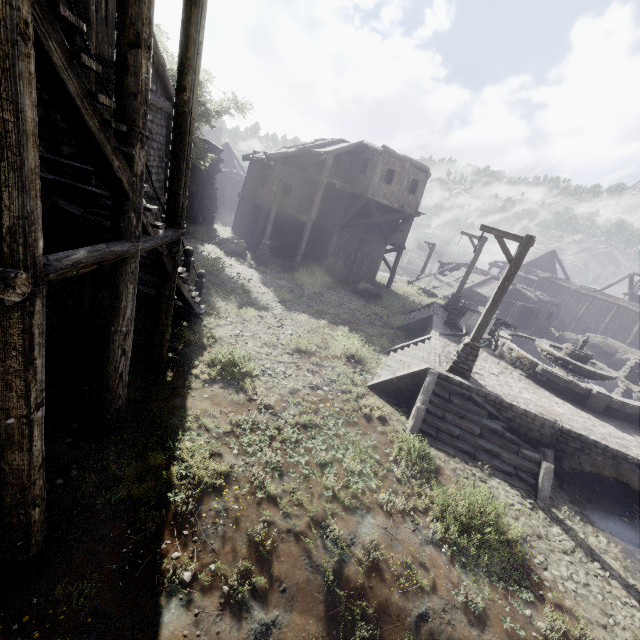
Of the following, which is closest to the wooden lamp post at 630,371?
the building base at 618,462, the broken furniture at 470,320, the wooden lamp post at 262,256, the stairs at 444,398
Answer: the building base at 618,462

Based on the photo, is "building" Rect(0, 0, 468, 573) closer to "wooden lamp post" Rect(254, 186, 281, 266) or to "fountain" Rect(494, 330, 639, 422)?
"wooden lamp post" Rect(254, 186, 281, 266)

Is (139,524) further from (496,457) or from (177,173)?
(496,457)

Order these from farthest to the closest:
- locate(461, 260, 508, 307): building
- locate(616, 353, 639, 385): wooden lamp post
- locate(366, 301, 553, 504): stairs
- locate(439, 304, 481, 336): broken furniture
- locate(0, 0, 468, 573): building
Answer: locate(461, 260, 508, 307): building, locate(616, 353, 639, 385): wooden lamp post, locate(439, 304, 481, 336): broken furniture, locate(366, 301, 553, 504): stairs, locate(0, 0, 468, 573): building

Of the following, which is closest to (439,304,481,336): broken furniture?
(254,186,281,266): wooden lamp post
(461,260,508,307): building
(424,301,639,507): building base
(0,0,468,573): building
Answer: (424,301,639,507): building base

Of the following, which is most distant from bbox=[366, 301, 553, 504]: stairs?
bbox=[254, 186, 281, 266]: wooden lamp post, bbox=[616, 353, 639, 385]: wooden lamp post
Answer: bbox=[254, 186, 281, 266]: wooden lamp post

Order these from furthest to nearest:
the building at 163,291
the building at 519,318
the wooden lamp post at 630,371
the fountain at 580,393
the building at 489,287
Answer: the building at 489,287
the building at 519,318
the wooden lamp post at 630,371
the fountain at 580,393
the building at 163,291

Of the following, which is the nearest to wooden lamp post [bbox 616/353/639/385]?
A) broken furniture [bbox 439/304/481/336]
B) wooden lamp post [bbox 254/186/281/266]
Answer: broken furniture [bbox 439/304/481/336]
